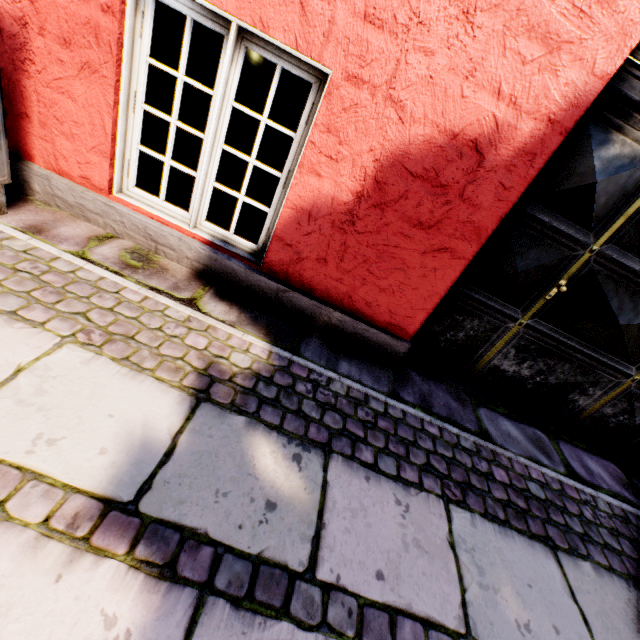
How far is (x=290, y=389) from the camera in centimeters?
180cm
